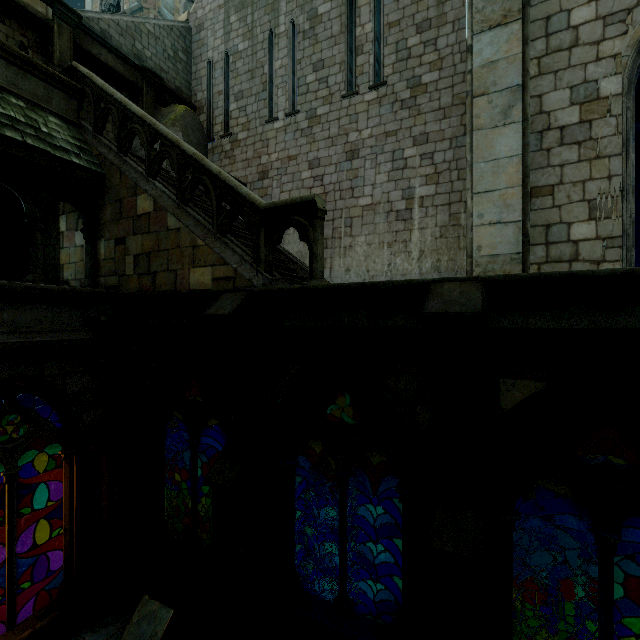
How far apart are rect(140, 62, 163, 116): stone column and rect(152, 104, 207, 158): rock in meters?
0.0

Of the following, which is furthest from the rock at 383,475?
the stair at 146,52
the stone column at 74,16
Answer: the stair at 146,52

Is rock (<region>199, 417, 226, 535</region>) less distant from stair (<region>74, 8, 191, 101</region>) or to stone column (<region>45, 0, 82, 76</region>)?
stone column (<region>45, 0, 82, 76</region>)

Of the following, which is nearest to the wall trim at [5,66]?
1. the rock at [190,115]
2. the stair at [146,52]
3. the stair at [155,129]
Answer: the stair at [155,129]

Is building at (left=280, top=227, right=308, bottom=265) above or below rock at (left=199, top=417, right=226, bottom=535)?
above

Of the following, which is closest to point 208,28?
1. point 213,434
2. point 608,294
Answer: point 213,434

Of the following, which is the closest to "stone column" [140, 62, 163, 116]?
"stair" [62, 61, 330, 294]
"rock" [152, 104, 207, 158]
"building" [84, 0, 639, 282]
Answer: "rock" [152, 104, 207, 158]

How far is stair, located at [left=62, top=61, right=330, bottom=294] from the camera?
4.98m
